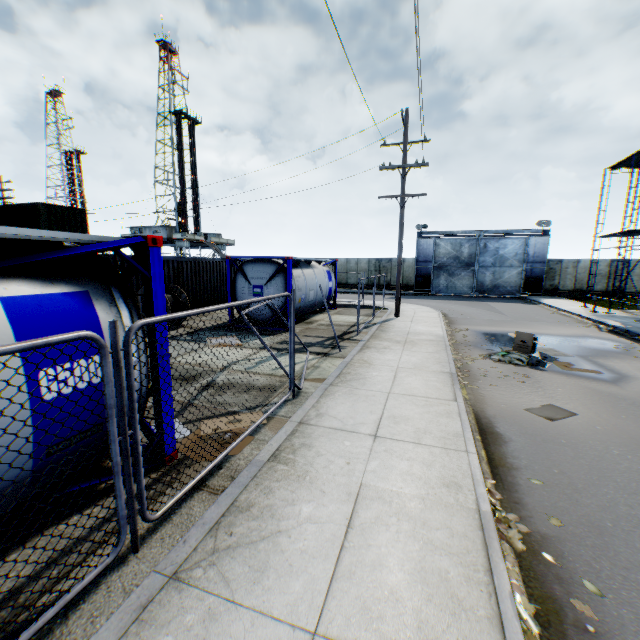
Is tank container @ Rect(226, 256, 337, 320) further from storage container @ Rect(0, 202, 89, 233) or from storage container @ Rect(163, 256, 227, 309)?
storage container @ Rect(0, 202, 89, 233)

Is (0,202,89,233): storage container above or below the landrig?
below

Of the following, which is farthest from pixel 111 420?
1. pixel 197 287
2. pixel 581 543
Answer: pixel 197 287

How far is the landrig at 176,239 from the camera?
48.3m

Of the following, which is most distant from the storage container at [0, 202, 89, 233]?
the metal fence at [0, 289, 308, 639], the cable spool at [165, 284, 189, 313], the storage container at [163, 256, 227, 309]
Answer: the metal fence at [0, 289, 308, 639]

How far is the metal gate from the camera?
29.86m

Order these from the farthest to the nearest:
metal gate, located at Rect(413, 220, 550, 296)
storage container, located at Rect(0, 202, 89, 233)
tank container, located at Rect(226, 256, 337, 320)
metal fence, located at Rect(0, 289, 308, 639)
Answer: metal gate, located at Rect(413, 220, 550, 296) < storage container, located at Rect(0, 202, 89, 233) < tank container, located at Rect(226, 256, 337, 320) < metal fence, located at Rect(0, 289, 308, 639)

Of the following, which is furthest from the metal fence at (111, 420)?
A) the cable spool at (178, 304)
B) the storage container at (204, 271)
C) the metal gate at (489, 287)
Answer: the metal gate at (489, 287)
